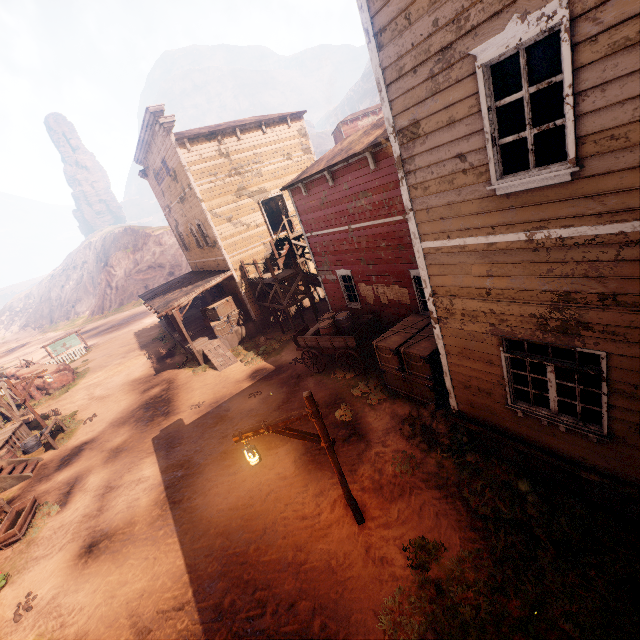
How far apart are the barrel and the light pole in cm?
609

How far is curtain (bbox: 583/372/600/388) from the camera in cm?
466

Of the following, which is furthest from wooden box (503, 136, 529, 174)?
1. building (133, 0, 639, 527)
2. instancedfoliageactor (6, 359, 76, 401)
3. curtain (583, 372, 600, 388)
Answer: instancedfoliageactor (6, 359, 76, 401)

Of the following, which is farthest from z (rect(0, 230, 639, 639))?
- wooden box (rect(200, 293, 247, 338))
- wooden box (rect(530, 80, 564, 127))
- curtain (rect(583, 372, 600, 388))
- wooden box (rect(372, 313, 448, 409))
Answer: wooden box (rect(530, 80, 564, 127))

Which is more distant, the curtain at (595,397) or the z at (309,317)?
the z at (309,317)

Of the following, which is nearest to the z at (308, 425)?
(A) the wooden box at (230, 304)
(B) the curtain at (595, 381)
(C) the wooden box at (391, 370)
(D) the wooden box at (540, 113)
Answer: (C) the wooden box at (391, 370)

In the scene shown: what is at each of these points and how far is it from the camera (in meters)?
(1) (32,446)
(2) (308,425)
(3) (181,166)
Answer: (1) metal tub, 15.24
(2) z, 10.32
(3) building, 16.77

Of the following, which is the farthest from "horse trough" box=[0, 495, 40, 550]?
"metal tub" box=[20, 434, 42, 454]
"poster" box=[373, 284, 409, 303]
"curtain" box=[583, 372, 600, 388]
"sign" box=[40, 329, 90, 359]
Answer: "sign" box=[40, 329, 90, 359]
